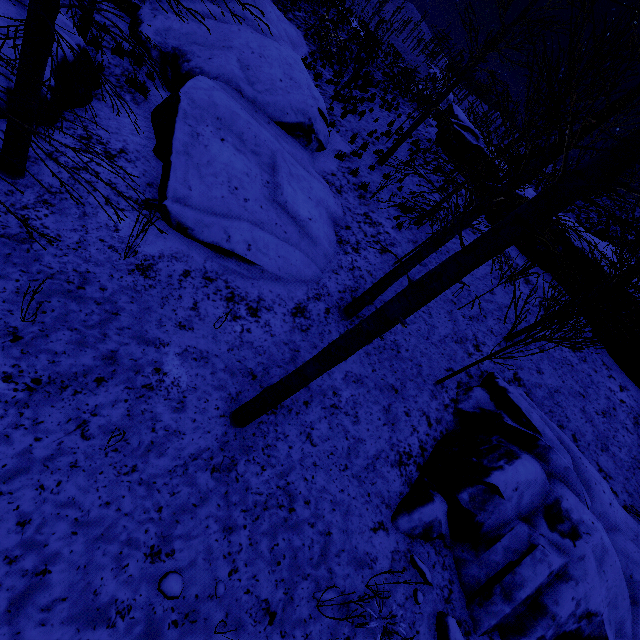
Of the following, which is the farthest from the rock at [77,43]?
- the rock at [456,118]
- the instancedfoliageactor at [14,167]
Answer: the rock at [456,118]

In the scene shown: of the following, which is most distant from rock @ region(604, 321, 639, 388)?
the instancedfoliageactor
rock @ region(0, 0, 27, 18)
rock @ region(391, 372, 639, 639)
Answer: the instancedfoliageactor

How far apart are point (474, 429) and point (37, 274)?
7.86m

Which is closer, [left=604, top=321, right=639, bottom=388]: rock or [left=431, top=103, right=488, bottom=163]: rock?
[left=604, top=321, right=639, bottom=388]: rock

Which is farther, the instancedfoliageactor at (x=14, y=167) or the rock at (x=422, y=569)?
the rock at (x=422, y=569)

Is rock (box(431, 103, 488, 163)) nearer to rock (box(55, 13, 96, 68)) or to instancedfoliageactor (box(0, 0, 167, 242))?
rock (box(55, 13, 96, 68))

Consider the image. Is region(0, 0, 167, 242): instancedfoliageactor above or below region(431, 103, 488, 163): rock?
below

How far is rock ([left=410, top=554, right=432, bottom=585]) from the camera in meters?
4.5 m
